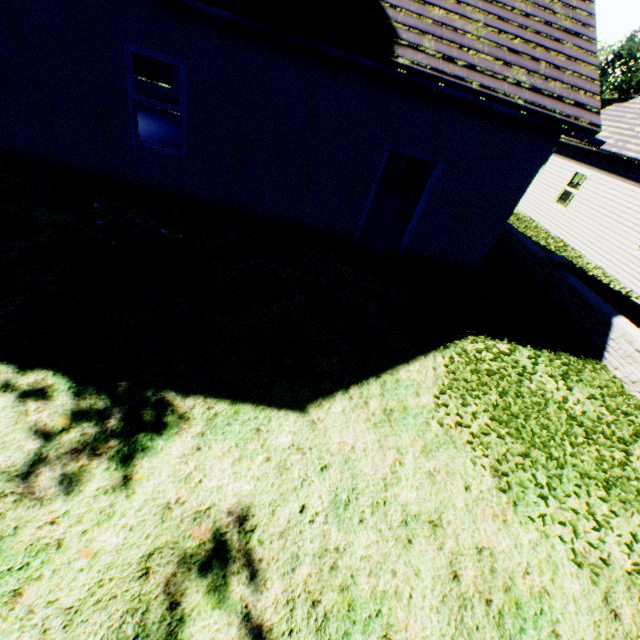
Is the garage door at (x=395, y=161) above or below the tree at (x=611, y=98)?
below

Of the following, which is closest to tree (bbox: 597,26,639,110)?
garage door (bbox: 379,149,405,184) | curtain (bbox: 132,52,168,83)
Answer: garage door (bbox: 379,149,405,184)

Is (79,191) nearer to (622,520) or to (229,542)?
(229,542)

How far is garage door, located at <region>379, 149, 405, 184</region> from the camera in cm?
1332

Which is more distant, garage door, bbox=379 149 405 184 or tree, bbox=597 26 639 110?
tree, bbox=597 26 639 110

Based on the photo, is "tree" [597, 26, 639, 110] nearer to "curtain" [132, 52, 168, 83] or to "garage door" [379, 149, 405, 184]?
"garage door" [379, 149, 405, 184]

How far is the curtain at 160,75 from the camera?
13.2 meters
